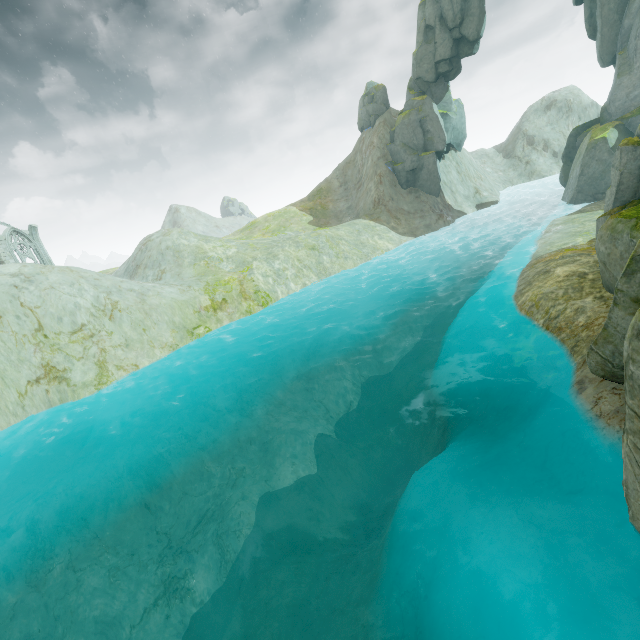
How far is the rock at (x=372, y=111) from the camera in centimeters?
4284cm

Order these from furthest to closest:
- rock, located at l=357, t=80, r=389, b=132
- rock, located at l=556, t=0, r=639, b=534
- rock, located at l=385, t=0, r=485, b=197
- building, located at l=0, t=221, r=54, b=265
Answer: rock, located at l=357, t=80, r=389, b=132 → building, located at l=0, t=221, r=54, b=265 → rock, located at l=385, t=0, r=485, b=197 → rock, located at l=556, t=0, r=639, b=534

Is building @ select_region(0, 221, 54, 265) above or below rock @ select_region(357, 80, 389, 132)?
below

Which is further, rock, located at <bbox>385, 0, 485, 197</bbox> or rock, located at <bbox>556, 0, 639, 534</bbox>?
rock, located at <bbox>385, 0, 485, 197</bbox>

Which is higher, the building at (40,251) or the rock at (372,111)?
the rock at (372,111)

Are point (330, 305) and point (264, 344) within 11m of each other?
yes

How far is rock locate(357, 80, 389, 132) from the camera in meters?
42.8 m

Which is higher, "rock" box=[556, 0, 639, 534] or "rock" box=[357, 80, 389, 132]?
"rock" box=[357, 80, 389, 132]
